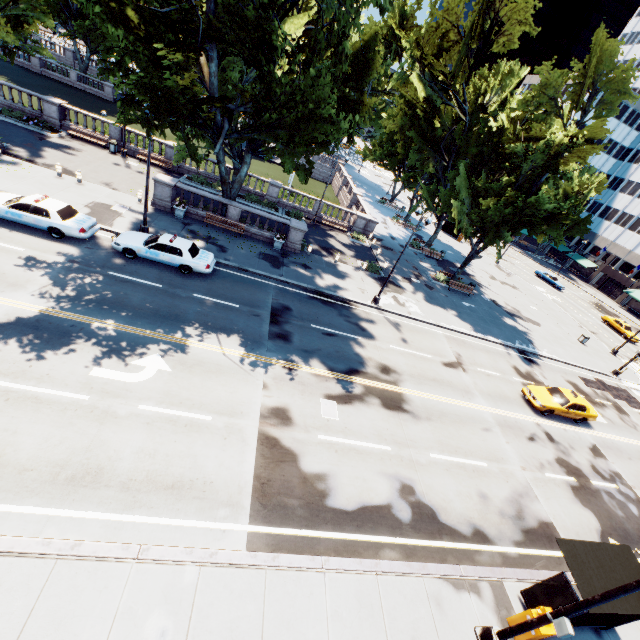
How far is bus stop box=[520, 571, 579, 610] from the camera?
9.38m

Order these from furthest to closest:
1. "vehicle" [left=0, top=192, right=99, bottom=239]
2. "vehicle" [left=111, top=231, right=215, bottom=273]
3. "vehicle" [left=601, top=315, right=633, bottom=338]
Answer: "vehicle" [left=601, top=315, right=633, bottom=338], "vehicle" [left=111, top=231, right=215, bottom=273], "vehicle" [left=0, top=192, right=99, bottom=239]

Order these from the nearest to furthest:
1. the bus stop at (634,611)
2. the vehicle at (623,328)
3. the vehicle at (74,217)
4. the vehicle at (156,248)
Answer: the bus stop at (634,611) → the vehicle at (74,217) → the vehicle at (156,248) → the vehicle at (623,328)

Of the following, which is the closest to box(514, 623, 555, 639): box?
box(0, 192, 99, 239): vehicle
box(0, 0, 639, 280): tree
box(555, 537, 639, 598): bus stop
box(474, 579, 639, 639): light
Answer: box(555, 537, 639, 598): bus stop

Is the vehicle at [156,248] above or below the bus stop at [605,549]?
below

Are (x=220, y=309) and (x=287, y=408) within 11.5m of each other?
yes

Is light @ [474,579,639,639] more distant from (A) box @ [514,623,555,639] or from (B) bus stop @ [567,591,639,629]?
(B) bus stop @ [567,591,639,629]

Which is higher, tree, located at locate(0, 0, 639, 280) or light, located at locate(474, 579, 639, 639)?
tree, located at locate(0, 0, 639, 280)
